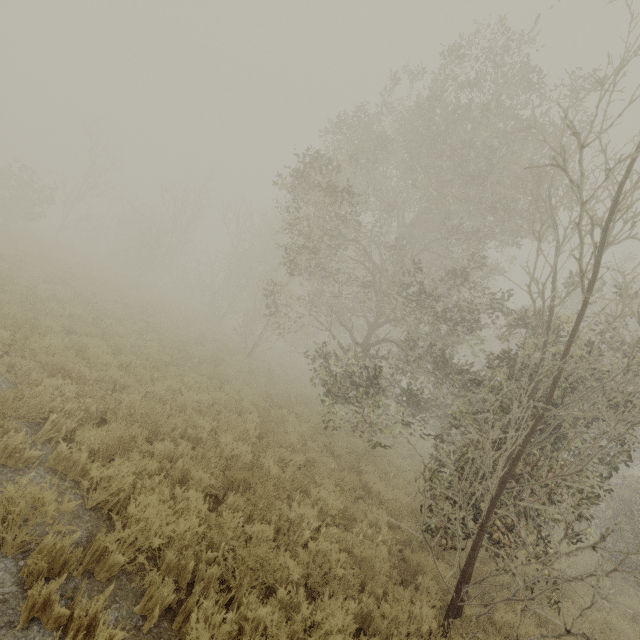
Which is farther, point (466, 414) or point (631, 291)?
point (631, 291)
